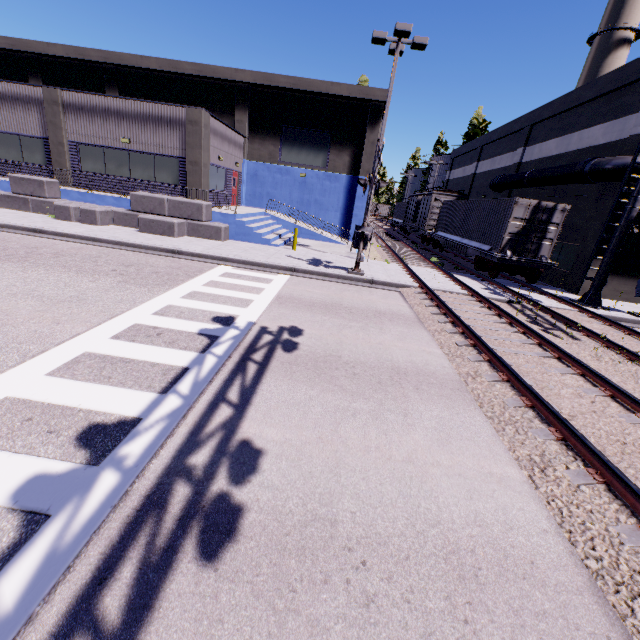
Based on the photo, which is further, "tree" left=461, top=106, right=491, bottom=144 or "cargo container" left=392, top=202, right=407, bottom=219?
"cargo container" left=392, top=202, right=407, bottom=219

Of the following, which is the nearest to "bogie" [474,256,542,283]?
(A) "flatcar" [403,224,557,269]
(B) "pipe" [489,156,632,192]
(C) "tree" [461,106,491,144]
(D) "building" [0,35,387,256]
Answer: (A) "flatcar" [403,224,557,269]

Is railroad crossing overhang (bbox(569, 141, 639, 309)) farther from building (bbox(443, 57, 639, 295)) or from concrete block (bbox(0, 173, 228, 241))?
building (bbox(443, 57, 639, 295))

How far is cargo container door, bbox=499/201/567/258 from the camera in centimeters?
1517cm

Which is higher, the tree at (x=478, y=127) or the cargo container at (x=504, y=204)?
the tree at (x=478, y=127)

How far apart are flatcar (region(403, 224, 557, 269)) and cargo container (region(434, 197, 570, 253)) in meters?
0.0

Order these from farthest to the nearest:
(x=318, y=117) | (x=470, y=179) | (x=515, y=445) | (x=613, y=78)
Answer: (x=470, y=179)
(x=318, y=117)
(x=613, y=78)
(x=515, y=445)

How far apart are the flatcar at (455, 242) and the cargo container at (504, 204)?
0.01m
